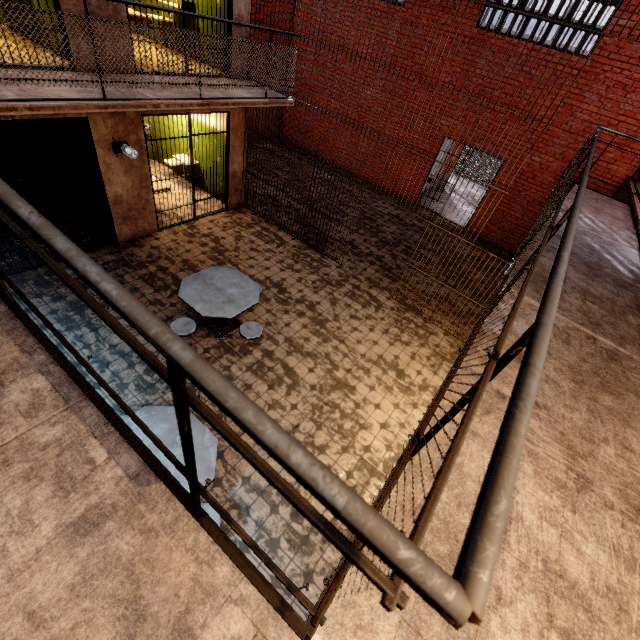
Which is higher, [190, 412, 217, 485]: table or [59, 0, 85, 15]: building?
[59, 0, 85, 15]: building

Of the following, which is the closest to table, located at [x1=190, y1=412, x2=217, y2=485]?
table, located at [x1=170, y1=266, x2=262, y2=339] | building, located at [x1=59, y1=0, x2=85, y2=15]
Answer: table, located at [x1=170, y1=266, x2=262, y2=339]

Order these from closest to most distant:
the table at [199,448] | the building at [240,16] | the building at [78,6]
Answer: the table at [199,448], the building at [78,6], the building at [240,16]

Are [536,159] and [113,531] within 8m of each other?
no

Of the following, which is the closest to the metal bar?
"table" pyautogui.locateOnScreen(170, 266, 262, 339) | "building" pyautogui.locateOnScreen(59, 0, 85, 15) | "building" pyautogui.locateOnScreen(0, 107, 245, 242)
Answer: "building" pyautogui.locateOnScreen(0, 107, 245, 242)

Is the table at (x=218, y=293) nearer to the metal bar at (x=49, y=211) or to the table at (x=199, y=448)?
the table at (x=199, y=448)

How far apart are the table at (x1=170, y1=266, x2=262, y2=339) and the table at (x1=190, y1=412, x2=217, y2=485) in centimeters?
139cm

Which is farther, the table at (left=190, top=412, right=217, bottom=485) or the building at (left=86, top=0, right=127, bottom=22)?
the building at (left=86, top=0, right=127, bottom=22)
